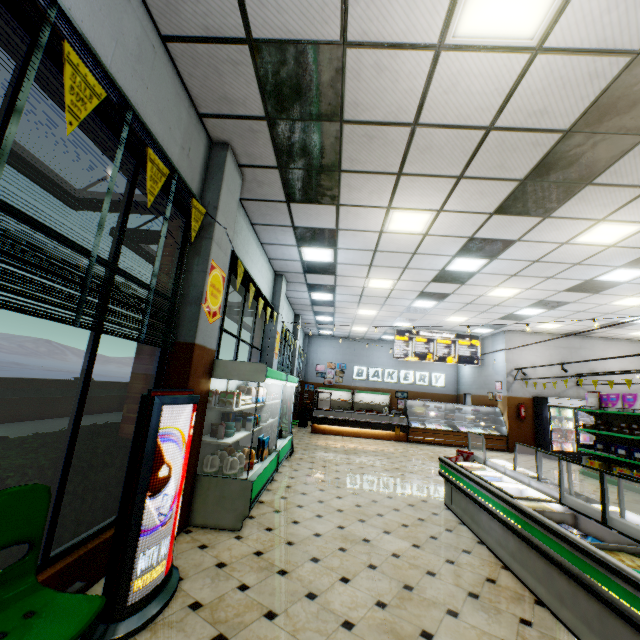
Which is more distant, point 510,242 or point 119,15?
point 510,242

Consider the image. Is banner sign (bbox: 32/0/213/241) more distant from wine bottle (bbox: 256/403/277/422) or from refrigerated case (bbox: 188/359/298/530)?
wine bottle (bbox: 256/403/277/422)

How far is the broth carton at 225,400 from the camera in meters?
4.4 m

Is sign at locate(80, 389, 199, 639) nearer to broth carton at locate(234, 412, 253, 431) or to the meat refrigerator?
broth carton at locate(234, 412, 253, 431)

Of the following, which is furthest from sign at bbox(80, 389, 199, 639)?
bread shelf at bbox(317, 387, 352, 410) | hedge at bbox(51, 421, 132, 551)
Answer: bread shelf at bbox(317, 387, 352, 410)

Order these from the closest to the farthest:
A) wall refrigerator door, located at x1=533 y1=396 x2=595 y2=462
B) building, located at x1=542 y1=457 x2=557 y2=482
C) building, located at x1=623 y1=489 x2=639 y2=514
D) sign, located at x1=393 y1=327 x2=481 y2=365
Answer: building, located at x1=623 y1=489 x2=639 y2=514 < building, located at x1=542 y1=457 x2=557 y2=482 < wall refrigerator door, located at x1=533 y1=396 x2=595 y2=462 < sign, located at x1=393 y1=327 x2=481 y2=365

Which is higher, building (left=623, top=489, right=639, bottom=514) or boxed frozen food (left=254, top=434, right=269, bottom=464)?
boxed frozen food (left=254, top=434, right=269, bottom=464)

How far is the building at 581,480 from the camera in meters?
7.5 m
